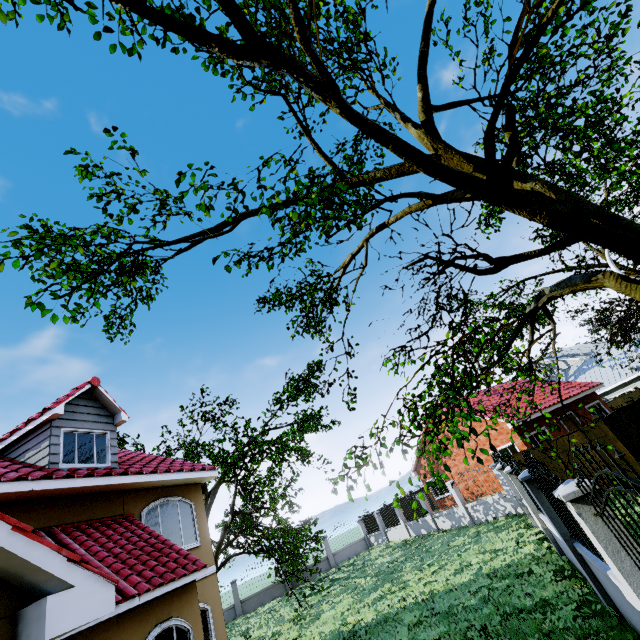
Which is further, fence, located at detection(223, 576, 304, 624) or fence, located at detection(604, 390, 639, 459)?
fence, located at detection(223, 576, 304, 624)

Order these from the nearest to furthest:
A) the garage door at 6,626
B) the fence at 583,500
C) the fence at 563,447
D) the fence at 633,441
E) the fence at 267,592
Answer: the garage door at 6,626
the fence at 583,500
the fence at 633,441
the fence at 563,447
the fence at 267,592

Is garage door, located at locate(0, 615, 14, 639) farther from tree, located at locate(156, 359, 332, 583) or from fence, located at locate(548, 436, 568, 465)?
fence, located at locate(548, 436, 568, 465)

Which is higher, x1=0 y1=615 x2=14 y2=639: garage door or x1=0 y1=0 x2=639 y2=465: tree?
x1=0 y1=0 x2=639 y2=465: tree

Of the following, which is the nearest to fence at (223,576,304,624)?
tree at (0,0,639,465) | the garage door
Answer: tree at (0,0,639,465)

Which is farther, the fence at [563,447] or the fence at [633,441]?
the fence at [563,447]

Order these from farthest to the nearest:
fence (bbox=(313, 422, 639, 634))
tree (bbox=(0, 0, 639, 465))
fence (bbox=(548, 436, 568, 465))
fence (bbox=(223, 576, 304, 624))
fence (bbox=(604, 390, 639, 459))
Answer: fence (bbox=(223, 576, 304, 624))
fence (bbox=(548, 436, 568, 465))
fence (bbox=(604, 390, 639, 459))
tree (bbox=(0, 0, 639, 465))
fence (bbox=(313, 422, 639, 634))

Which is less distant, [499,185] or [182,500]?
[499,185]
